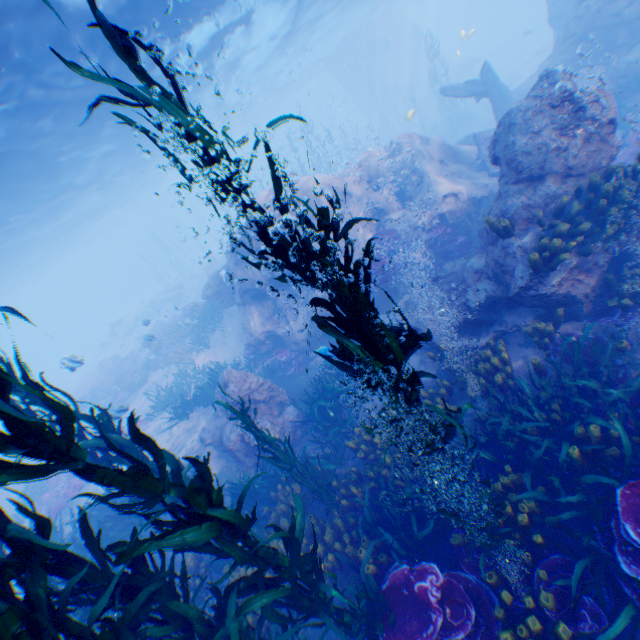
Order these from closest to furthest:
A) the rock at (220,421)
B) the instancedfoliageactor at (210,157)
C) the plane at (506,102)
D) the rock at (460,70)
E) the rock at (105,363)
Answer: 1. the instancedfoliageactor at (210,157)
2. the rock at (220,421)
3. the plane at (506,102)
4. the rock at (105,363)
5. the rock at (460,70)

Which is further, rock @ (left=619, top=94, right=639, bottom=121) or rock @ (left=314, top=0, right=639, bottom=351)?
rock @ (left=619, top=94, right=639, bottom=121)

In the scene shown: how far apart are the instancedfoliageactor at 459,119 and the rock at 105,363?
37.5 meters

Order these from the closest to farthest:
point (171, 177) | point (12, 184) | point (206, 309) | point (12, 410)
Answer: point (12, 410)
point (12, 184)
point (206, 309)
point (171, 177)

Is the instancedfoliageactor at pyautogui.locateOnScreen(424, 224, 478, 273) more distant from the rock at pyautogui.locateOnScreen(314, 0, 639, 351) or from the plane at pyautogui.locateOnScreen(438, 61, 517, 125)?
the plane at pyautogui.locateOnScreen(438, 61, 517, 125)

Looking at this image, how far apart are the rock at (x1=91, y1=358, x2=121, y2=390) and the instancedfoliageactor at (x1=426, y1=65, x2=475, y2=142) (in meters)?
37.49

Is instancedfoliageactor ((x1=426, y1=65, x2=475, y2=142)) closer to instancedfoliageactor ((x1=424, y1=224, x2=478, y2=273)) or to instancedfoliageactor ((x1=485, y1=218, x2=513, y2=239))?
instancedfoliageactor ((x1=485, y1=218, x2=513, y2=239))
